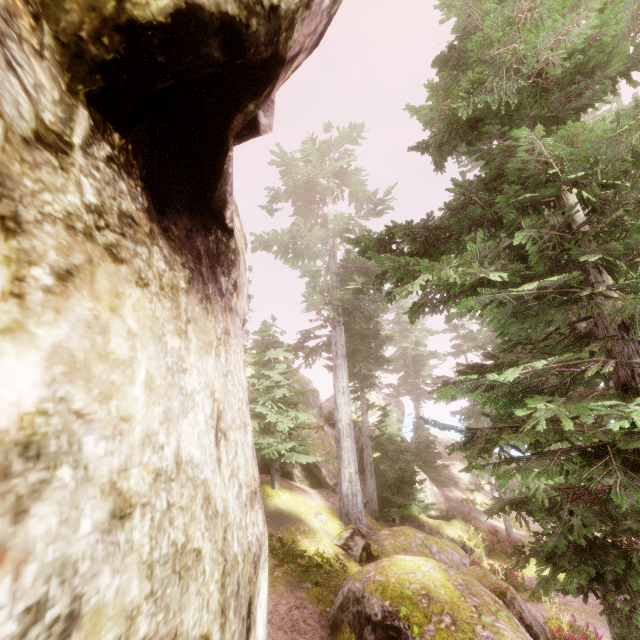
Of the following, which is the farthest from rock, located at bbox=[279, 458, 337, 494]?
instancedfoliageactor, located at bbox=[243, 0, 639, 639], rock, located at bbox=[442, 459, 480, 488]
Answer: rock, located at bbox=[442, 459, 480, 488]

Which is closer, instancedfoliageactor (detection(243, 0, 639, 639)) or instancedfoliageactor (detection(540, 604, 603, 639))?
instancedfoliageactor (detection(243, 0, 639, 639))

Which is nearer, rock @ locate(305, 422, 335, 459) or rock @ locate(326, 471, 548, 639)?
rock @ locate(326, 471, 548, 639)

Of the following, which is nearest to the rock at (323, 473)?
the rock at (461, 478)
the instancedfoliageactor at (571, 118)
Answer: the instancedfoliageactor at (571, 118)

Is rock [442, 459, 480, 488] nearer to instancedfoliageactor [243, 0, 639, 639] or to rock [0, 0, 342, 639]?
instancedfoliageactor [243, 0, 639, 639]

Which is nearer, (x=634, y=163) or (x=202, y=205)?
(x=202, y=205)

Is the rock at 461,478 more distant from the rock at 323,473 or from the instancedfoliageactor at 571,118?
the rock at 323,473
